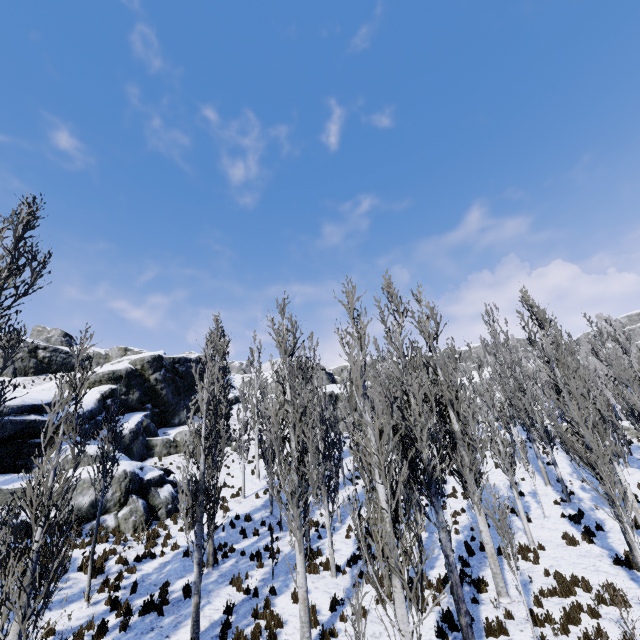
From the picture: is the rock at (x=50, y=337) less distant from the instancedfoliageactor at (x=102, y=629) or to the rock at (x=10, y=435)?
the rock at (x=10, y=435)

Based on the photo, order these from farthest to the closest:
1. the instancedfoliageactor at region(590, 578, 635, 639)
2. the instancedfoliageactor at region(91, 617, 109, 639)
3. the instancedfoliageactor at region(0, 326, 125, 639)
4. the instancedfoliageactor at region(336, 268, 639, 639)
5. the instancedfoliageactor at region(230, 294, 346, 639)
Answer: the instancedfoliageactor at region(230, 294, 346, 639) → the instancedfoliageactor at region(91, 617, 109, 639) → the instancedfoliageactor at region(590, 578, 635, 639) → the instancedfoliageactor at region(336, 268, 639, 639) → the instancedfoliageactor at region(0, 326, 125, 639)

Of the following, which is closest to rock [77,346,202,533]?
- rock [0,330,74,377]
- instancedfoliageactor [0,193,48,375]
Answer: instancedfoliageactor [0,193,48,375]

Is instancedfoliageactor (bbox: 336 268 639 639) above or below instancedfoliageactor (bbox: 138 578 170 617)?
above

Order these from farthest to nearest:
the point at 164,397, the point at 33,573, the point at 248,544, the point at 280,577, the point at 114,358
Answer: the point at 114,358 → the point at 164,397 → the point at 248,544 → the point at 280,577 → the point at 33,573
